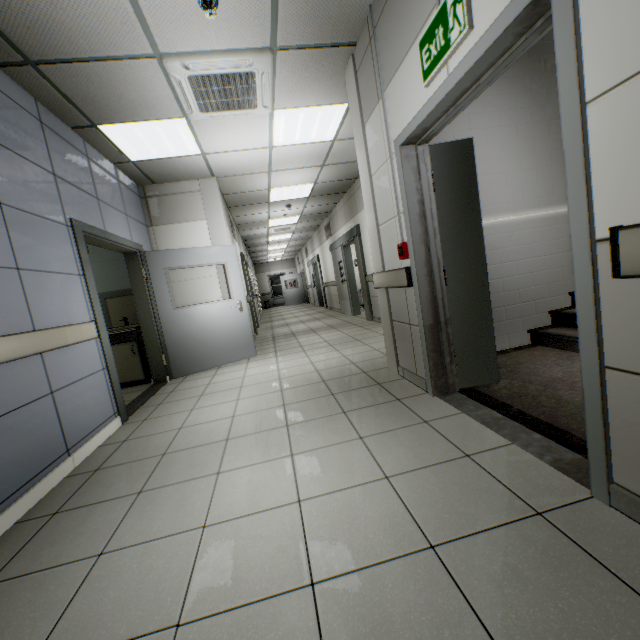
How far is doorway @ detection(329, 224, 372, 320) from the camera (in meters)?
7.82

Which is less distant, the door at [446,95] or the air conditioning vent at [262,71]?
the door at [446,95]

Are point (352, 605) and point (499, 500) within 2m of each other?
yes

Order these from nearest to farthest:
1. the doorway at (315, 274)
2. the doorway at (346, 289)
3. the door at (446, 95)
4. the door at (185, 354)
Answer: the door at (446, 95)
the door at (185, 354)
the doorway at (346, 289)
the doorway at (315, 274)

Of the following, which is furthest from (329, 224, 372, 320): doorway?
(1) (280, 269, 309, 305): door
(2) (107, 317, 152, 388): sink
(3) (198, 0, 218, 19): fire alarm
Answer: (1) (280, 269, 309, 305): door

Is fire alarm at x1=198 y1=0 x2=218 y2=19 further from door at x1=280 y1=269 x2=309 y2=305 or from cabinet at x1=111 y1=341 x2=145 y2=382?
door at x1=280 y1=269 x2=309 y2=305

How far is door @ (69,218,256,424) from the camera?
3.4 meters

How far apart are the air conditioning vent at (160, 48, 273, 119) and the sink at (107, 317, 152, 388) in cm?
313
